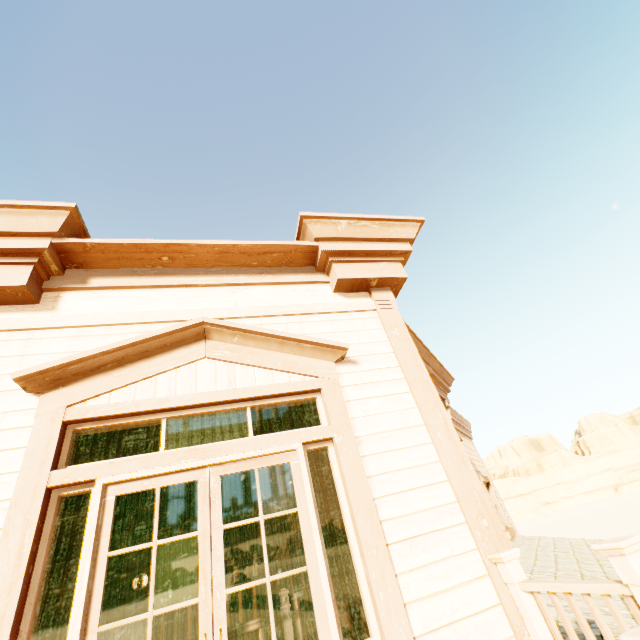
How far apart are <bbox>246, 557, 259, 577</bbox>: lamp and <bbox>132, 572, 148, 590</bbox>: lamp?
4.97m

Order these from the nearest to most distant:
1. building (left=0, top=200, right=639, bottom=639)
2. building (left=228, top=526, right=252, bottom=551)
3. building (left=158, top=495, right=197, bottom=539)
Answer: building (left=0, top=200, right=639, bottom=639)
building (left=158, top=495, right=197, bottom=539)
building (left=228, top=526, right=252, bottom=551)

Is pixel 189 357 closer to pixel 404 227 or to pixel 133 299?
pixel 133 299

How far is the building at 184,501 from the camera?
7.1m

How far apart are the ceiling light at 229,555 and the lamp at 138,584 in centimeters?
378cm

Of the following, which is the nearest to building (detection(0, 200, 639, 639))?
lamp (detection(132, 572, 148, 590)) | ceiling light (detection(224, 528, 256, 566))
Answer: lamp (detection(132, 572, 148, 590))

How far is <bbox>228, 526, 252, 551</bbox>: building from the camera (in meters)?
10.93

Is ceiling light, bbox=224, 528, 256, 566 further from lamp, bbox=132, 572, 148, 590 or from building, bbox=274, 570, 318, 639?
lamp, bbox=132, 572, 148, 590
